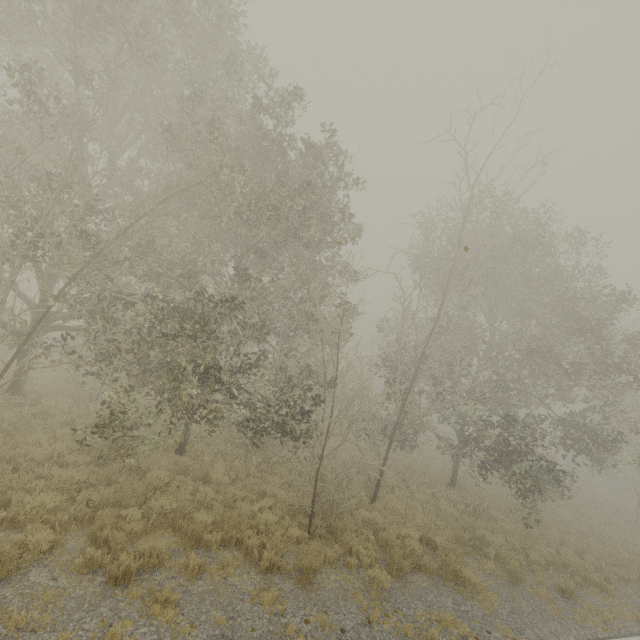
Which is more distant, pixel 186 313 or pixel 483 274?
pixel 483 274
